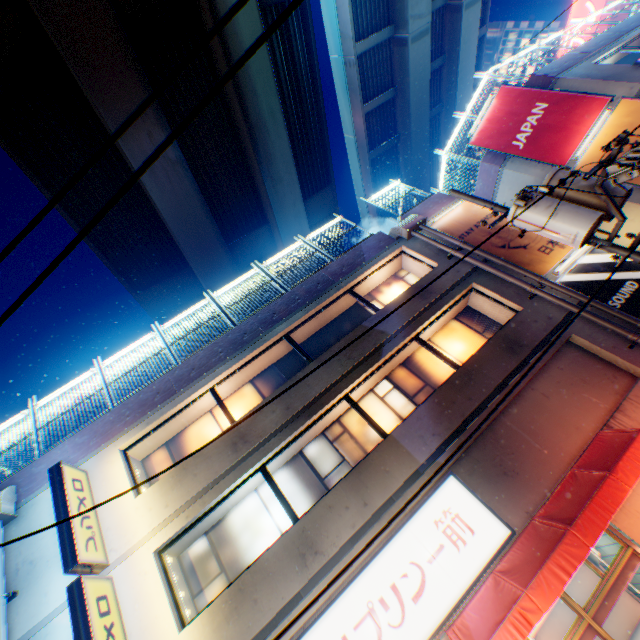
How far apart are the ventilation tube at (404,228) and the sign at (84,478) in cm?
1228

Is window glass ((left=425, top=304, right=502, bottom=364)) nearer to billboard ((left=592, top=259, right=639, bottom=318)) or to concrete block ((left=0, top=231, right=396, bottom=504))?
billboard ((left=592, top=259, right=639, bottom=318))

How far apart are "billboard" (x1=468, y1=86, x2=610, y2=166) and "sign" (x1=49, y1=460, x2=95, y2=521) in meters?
19.0

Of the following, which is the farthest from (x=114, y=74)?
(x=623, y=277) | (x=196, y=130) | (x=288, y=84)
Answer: (x=623, y=277)

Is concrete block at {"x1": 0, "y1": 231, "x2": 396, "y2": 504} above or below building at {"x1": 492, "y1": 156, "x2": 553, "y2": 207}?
above

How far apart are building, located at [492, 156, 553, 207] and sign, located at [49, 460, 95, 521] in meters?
18.8

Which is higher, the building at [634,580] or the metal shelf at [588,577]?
the metal shelf at [588,577]

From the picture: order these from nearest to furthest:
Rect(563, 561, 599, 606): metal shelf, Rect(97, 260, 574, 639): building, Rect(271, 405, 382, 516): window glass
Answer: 1. Rect(97, 260, 574, 639): building
2. Rect(563, 561, 599, 606): metal shelf
3. Rect(271, 405, 382, 516): window glass
